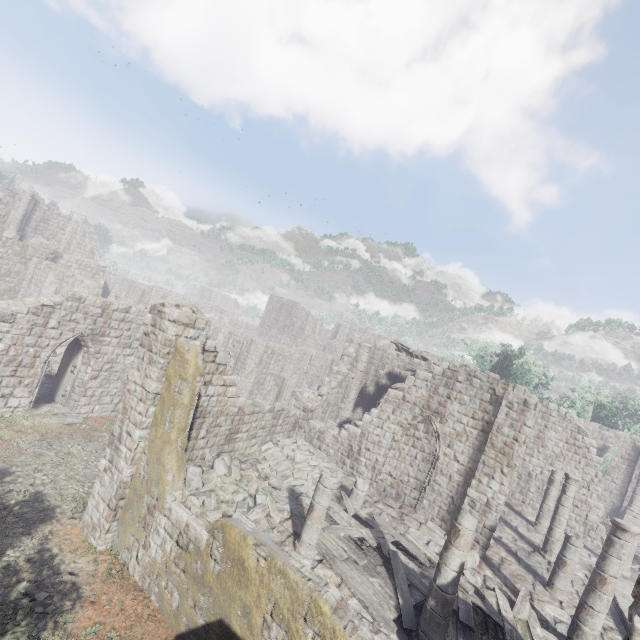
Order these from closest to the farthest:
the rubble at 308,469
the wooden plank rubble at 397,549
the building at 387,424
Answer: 1. the building at 387,424
2. the wooden plank rubble at 397,549
3. the rubble at 308,469

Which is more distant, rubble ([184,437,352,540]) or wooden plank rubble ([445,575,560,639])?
rubble ([184,437,352,540])

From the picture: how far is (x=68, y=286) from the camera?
25.5 meters

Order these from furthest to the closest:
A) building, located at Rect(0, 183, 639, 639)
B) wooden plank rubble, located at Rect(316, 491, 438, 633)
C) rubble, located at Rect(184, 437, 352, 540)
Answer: rubble, located at Rect(184, 437, 352, 540)
wooden plank rubble, located at Rect(316, 491, 438, 633)
building, located at Rect(0, 183, 639, 639)

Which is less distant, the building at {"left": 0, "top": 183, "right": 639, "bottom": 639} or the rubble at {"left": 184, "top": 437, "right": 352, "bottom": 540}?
the building at {"left": 0, "top": 183, "right": 639, "bottom": 639}

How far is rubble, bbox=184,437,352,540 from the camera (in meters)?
9.73

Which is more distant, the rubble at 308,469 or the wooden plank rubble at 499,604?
the rubble at 308,469
